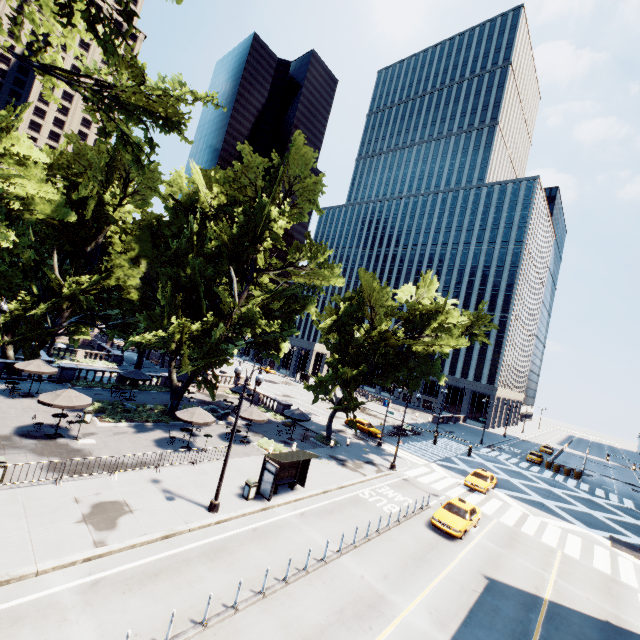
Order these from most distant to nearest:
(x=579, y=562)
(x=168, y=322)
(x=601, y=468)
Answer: (x=601, y=468) → (x=168, y=322) → (x=579, y=562)

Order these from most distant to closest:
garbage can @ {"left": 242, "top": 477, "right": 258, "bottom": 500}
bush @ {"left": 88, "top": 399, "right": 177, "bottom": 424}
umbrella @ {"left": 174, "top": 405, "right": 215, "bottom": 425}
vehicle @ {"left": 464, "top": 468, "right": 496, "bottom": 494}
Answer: vehicle @ {"left": 464, "top": 468, "right": 496, "bottom": 494} < bush @ {"left": 88, "top": 399, "right": 177, "bottom": 424} < umbrella @ {"left": 174, "top": 405, "right": 215, "bottom": 425} < garbage can @ {"left": 242, "top": 477, "right": 258, "bottom": 500}

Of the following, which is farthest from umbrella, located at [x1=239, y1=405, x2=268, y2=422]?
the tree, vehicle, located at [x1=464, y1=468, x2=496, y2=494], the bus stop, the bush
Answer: vehicle, located at [x1=464, y1=468, x2=496, y2=494]

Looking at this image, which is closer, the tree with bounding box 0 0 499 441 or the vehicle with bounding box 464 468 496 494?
the tree with bounding box 0 0 499 441

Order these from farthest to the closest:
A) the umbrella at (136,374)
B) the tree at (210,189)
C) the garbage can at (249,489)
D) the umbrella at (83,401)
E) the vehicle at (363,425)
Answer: the vehicle at (363,425), the umbrella at (136,374), the umbrella at (83,401), the garbage can at (249,489), the tree at (210,189)

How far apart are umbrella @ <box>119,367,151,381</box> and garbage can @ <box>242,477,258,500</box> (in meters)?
17.82

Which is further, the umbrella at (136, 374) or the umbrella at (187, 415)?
the umbrella at (136, 374)

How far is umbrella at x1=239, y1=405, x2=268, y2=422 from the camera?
26.1 meters
